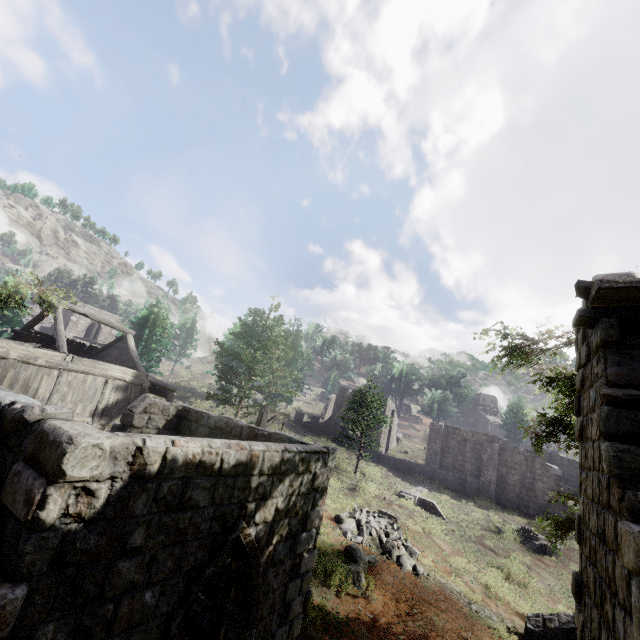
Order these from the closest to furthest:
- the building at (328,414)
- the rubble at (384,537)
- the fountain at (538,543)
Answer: the rubble at (384,537)
the fountain at (538,543)
the building at (328,414)

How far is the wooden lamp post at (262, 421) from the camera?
12.24m

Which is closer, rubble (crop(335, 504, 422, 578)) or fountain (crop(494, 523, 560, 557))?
rubble (crop(335, 504, 422, 578))

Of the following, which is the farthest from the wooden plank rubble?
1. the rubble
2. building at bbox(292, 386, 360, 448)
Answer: building at bbox(292, 386, 360, 448)

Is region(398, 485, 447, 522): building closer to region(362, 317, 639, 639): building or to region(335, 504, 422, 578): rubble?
region(362, 317, 639, 639): building

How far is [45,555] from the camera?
3.06m

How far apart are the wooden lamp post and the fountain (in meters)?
20.05

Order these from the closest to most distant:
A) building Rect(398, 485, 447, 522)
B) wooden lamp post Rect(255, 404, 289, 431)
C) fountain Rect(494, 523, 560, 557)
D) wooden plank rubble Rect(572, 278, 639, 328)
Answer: wooden plank rubble Rect(572, 278, 639, 328) → wooden lamp post Rect(255, 404, 289, 431) → fountain Rect(494, 523, 560, 557) → building Rect(398, 485, 447, 522)
